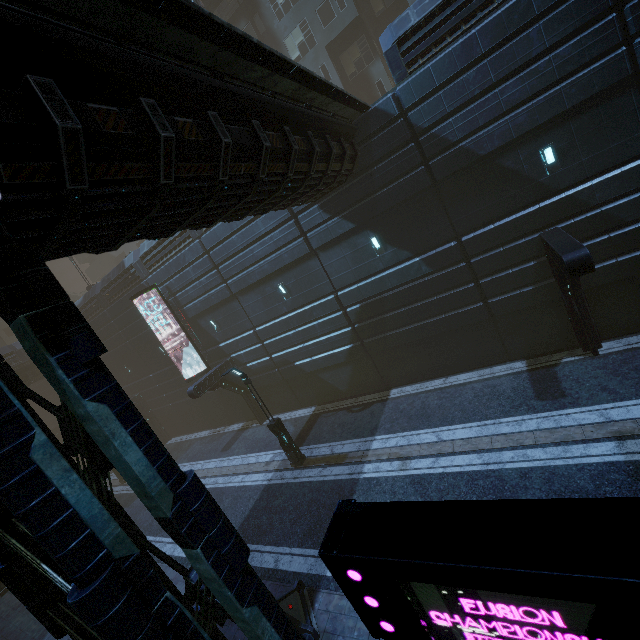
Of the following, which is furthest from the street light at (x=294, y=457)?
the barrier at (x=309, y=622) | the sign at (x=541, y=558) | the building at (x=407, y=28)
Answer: the sign at (x=541, y=558)

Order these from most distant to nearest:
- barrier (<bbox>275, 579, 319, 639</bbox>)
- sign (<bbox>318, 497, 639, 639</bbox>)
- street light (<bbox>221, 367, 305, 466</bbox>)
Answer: street light (<bbox>221, 367, 305, 466</bbox>) → barrier (<bbox>275, 579, 319, 639</bbox>) → sign (<bbox>318, 497, 639, 639</bbox>)

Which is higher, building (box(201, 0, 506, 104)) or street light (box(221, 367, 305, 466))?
building (box(201, 0, 506, 104))

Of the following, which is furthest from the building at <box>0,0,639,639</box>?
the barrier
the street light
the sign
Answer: the street light

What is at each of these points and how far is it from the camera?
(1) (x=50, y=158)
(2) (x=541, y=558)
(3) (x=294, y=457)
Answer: (1) building, 3.55m
(2) sign, 1.91m
(3) street light, 14.75m

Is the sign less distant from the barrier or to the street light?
the barrier

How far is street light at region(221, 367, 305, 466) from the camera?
14.0m

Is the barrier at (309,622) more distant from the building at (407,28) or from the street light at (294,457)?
the street light at (294,457)
